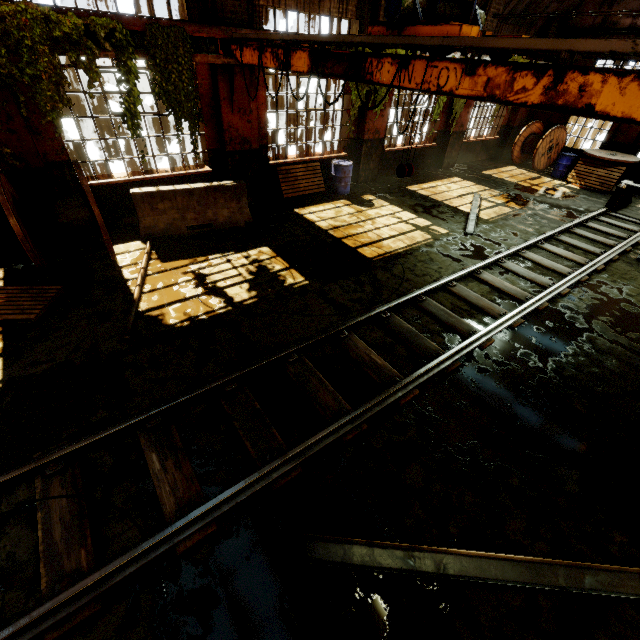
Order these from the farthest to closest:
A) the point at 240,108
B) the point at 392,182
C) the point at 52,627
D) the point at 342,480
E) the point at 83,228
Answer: the point at 392,182 → the point at 240,108 → the point at 83,228 → the point at 342,480 → the point at 52,627

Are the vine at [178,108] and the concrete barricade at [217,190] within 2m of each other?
yes

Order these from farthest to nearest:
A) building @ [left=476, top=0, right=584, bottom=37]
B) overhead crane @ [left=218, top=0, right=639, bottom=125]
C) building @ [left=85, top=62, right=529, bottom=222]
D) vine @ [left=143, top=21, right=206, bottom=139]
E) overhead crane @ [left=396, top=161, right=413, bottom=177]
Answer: building @ [left=476, top=0, right=584, bottom=37] → building @ [left=85, top=62, right=529, bottom=222] → vine @ [left=143, top=21, right=206, bottom=139] → overhead crane @ [left=396, top=161, right=413, bottom=177] → overhead crane @ [left=218, top=0, right=639, bottom=125]

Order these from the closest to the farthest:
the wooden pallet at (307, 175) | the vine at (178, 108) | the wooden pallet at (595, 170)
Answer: the vine at (178, 108) → the wooden pallet at (307, 175) → the wooden pallet at (595, 170)

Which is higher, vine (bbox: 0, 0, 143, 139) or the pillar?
vine (bbox: 0, 0, 143, 139)

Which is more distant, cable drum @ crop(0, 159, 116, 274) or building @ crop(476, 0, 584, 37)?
building @ crop(476, 0, 584, 37)

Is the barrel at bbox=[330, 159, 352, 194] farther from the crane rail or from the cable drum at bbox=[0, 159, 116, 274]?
the cable drum at bbox=[0, 159, 116, 274]

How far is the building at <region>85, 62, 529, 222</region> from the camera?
7.9 meters
